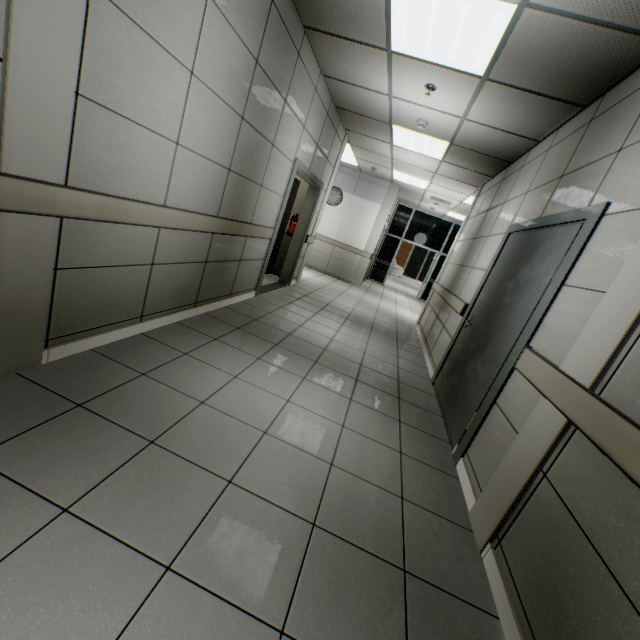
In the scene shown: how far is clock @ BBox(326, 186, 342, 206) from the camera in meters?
9.9 m

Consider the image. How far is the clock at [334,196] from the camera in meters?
9.9

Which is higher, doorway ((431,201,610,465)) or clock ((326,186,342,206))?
clock ((326,186,342,206))

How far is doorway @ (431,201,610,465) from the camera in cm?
218

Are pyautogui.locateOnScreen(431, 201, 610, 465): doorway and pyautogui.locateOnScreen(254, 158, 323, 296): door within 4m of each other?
yes

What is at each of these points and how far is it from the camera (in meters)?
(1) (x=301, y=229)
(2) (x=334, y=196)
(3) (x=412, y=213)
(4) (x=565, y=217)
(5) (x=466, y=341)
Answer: (1) door, 6.51
(2) clock, 9.99
(3) doorway, 12.68
(4) doorway, 2.54
(5) door, 3.67

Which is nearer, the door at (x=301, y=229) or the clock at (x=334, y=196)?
the door at (x=301, y=229)

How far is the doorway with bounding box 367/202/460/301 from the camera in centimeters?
1259cm
